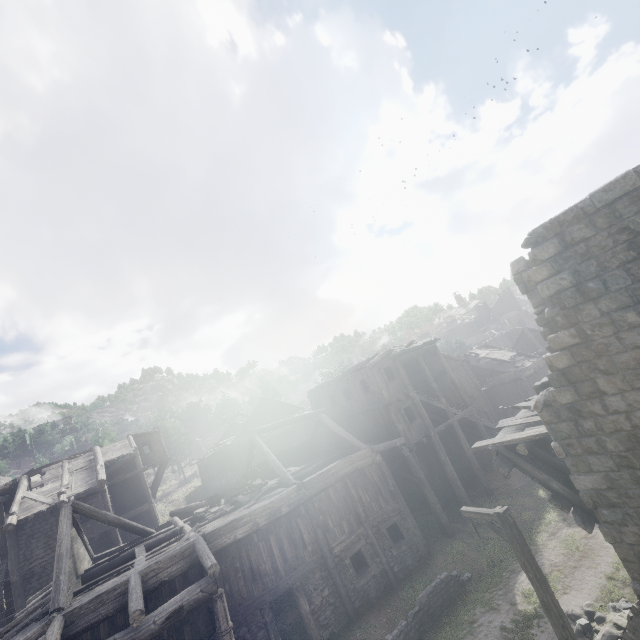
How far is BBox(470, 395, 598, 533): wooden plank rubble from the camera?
8.4 meters

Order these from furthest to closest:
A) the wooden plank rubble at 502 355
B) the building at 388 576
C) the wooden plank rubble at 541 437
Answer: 1. the wooden plank rubble at 502 355
2. the wooden plank rubble at 541 437
3. the building at 388 576

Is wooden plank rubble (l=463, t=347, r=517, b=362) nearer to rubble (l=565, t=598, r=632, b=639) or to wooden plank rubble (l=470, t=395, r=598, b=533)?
wooden plank rubble (l=470, t=395, r=598, b=533)

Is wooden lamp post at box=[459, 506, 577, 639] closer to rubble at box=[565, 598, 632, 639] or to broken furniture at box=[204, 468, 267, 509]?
rubble at box=[565, 598, 632, 639]

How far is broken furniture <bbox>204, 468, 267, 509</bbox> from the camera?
16.83m

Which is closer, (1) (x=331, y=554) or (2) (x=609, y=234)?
(2) (x=609, y=234)

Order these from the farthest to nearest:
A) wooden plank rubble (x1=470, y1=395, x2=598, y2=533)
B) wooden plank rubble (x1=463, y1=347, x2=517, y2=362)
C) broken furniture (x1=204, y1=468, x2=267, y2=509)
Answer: wooden plank rubble (x1=463, y1=347, x2=517, y2=362)
broken furniture (x1=204, y1=468, x2=267, y2=509)
wooden plank rubble (x1=470, y1=395, x2=598, y2=533)

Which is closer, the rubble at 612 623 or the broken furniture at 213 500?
the rubble at 612 623
